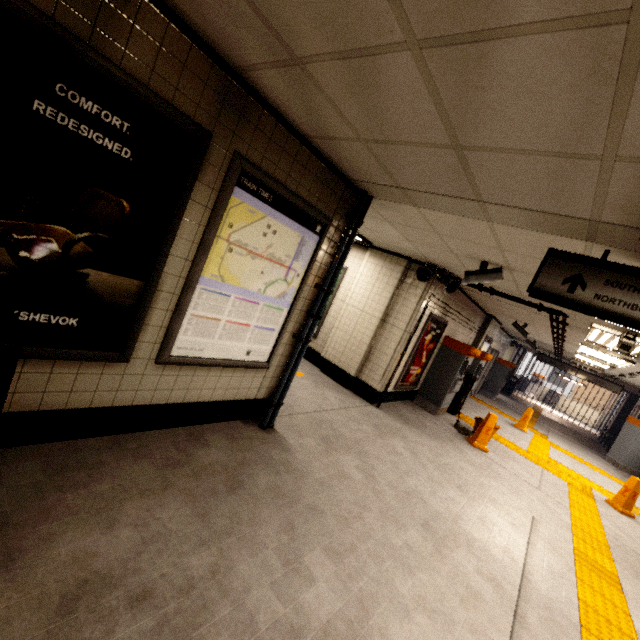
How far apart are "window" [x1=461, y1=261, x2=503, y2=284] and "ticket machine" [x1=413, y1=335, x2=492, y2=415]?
3.6m

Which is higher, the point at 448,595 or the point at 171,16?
the point at 171,16

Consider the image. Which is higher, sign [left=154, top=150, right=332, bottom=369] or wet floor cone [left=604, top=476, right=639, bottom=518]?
sign [left=154, top=150, right=332, bottom=369]

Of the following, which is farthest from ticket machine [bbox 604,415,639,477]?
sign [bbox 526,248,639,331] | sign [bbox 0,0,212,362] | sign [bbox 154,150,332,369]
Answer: sign [bbox 0,0,212,362]

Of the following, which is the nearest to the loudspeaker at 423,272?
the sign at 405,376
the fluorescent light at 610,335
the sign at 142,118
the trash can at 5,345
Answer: the sign at 405,376

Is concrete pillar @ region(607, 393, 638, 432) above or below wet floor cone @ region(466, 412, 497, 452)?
above

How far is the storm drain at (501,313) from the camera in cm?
652

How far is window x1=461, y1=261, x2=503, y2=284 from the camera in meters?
4.1 m
